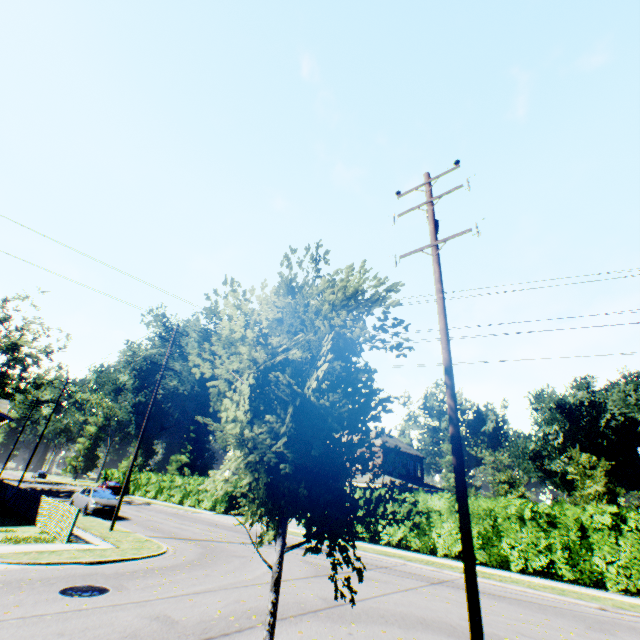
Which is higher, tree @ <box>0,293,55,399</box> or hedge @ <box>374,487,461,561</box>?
tree @ <box>0,293,55,399</box>

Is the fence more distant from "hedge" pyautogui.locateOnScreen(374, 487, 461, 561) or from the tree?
the tree

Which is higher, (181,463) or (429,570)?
(181,463)

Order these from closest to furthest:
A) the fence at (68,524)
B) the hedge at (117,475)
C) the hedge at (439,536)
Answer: the fence at (68,524), the hedge at (439,536), the hedge at (117,475)

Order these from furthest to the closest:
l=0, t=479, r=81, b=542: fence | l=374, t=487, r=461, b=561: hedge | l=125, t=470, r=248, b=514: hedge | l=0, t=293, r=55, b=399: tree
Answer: l=0, t=293, r=55, b=399: tree
l=125, t=470, r=248, b=514: hedge
l=374, t=487, r=461, b=561: hedge
l=0, t=479, r=81, b=542: fence

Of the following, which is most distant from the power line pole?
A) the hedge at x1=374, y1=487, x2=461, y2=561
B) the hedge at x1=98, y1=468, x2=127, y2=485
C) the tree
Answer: the tree

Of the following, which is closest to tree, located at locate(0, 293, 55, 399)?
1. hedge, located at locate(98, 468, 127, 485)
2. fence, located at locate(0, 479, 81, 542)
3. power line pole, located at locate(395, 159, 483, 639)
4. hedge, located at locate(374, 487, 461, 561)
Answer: hedge, located at locate(98, 468, 127, 485)

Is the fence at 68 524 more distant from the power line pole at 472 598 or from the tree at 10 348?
the tree at 10 348
